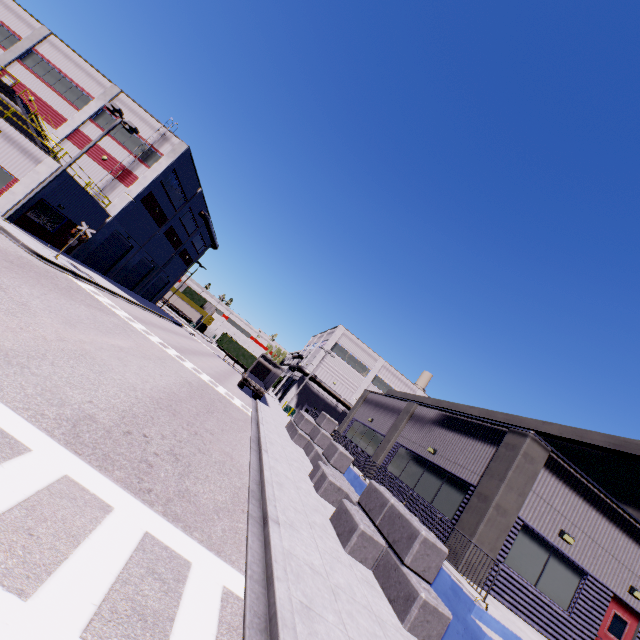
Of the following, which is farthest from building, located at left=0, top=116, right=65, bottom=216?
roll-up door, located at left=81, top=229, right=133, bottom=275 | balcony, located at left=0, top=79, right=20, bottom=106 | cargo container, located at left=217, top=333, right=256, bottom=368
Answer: balcony, located at left=0, top=79, right=20, bottom=106

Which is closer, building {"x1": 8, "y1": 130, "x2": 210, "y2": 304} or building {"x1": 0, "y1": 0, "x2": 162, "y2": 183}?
building {"x1": 8, "y1": 130, "x2": 210, "y2": 304}

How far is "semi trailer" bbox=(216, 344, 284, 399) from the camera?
30.78m

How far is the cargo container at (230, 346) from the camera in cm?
5059

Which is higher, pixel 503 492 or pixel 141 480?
pixel 503 492

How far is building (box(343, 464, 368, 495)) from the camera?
14.5m

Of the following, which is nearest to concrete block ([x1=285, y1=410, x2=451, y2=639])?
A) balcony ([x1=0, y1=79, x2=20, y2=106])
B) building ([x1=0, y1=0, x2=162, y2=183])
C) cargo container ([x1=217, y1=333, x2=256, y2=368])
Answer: building ([x1=0, y1=0, x2=162, y2=183])

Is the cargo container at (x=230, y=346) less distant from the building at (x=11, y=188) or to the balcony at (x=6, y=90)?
the building at (x=11, y=188)
